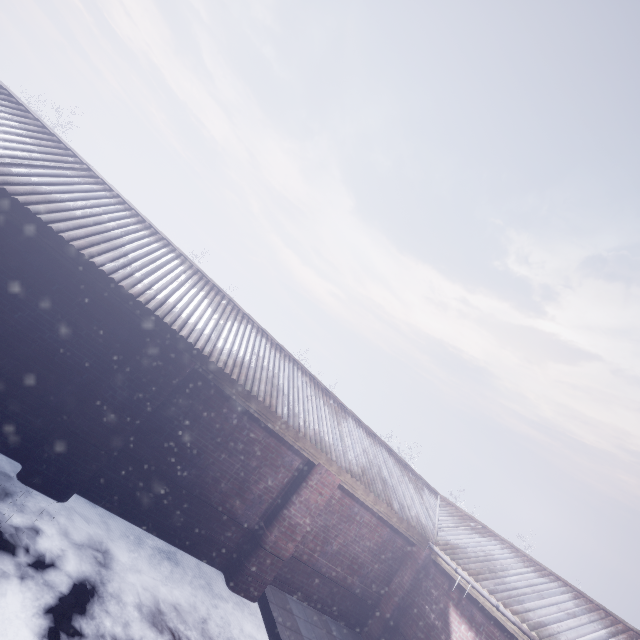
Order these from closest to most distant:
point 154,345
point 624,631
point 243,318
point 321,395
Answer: point 154,345 → point 624,631 → point 243,318 → point 321,395
